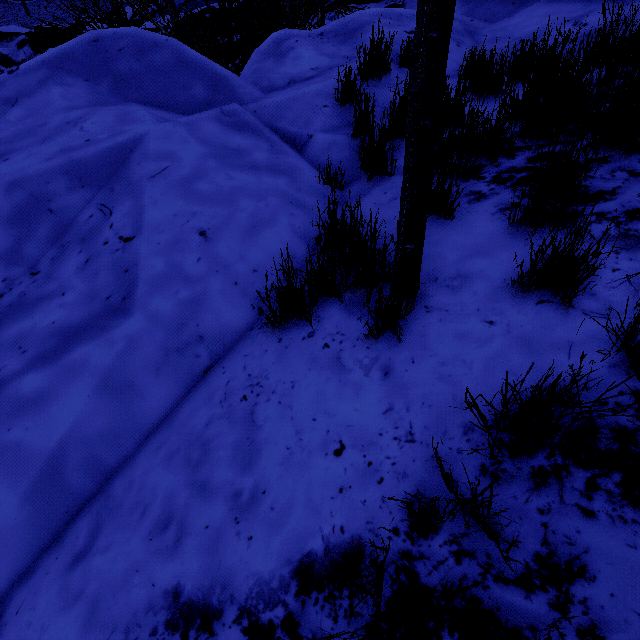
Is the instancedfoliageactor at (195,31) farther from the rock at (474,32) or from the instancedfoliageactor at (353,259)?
the instancedfoliageactor at (353,259)

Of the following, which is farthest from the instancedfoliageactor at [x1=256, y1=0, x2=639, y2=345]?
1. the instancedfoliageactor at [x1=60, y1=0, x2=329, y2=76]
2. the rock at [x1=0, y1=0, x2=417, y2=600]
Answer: the instancedfoliageactor at [x1=60, y1=0, x2=329, y2=76]

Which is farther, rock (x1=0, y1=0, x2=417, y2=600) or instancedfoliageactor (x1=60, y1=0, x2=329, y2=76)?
instancedfoliageactor (x1=60, y1=0, x2=329, y2=76)

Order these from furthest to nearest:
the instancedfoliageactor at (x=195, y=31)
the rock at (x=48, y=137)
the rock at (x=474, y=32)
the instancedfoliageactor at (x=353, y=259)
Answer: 1. the instancedfoliageactor at (x=195, y=31)
2. the rock at (x=474, y=32)
3. the rock at (x=48, y=137)
4. the instancedfoliageactor at (x=353, y=259)

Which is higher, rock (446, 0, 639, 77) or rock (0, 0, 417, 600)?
rock (446, 0, 639, 77)

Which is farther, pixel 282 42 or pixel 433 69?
pixel 282 42

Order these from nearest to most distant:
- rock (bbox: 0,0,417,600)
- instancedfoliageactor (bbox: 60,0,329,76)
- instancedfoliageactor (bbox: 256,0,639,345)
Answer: instancedfoliageactor (bbox: 256,0,639,345) → rock (bbox: 0,0,417,600) → instancedfoliageactor (bbox: 60,0,329,76)

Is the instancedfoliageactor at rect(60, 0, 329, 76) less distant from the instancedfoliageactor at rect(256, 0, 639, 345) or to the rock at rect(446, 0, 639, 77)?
the rock at rect(446, 0, 639, 77)
